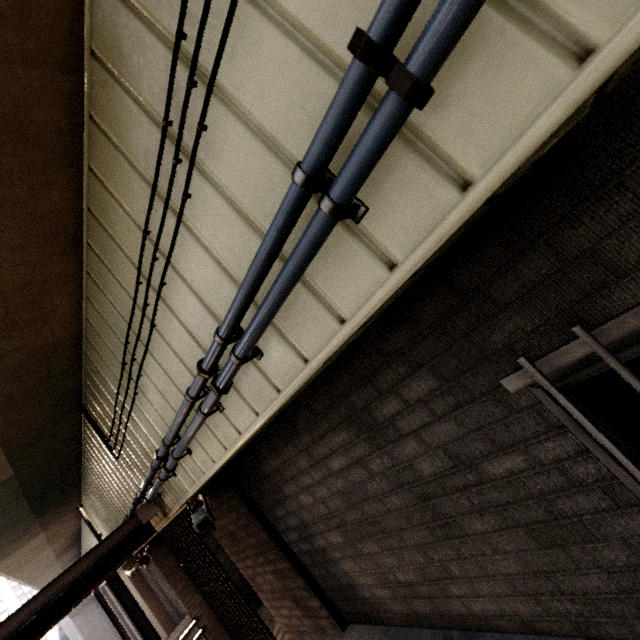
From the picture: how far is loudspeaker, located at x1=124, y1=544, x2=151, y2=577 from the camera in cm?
705

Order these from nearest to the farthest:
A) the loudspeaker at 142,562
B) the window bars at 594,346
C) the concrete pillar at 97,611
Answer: the window bars at 594,346, the loudspeaker at 142,562, the concrete pillar at 97,611

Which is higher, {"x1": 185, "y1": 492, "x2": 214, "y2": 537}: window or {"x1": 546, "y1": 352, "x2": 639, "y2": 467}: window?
{"x1": 185, "y1": 492, "x2": 214, "y2": 537}: window

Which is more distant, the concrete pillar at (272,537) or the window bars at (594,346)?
the concrete pillar at (272,537)

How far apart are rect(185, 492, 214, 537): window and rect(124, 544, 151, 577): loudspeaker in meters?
5.6

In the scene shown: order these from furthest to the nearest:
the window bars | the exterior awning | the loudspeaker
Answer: the loudspeaker → the exterior awning → the window bars

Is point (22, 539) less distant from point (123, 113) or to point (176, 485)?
point (176, 485)

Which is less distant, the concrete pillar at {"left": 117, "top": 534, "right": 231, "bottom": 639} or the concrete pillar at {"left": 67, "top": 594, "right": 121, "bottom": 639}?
the concrete pillar at {"left": 117, "top": 534, "right": 231, "bottom": 639}
